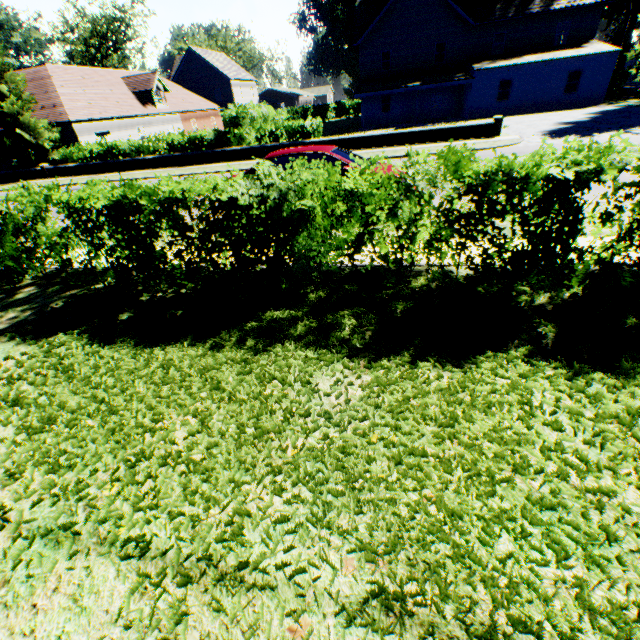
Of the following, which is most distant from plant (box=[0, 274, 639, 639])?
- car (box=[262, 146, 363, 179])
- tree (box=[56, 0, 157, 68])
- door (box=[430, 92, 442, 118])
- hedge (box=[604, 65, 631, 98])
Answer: car (box=[262, 146, 363, 179])

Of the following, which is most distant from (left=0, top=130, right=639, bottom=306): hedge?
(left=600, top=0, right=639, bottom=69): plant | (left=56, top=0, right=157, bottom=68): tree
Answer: (left=600, top=0, right=639, bottom=69): plant

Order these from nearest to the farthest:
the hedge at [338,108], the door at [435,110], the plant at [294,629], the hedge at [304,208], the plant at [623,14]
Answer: the plant at [294,629] → the hedge at [304,208] → the hedge at [338,108] → the plant at [623,14] → the door at [435,110]

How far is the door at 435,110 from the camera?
32.0 meters

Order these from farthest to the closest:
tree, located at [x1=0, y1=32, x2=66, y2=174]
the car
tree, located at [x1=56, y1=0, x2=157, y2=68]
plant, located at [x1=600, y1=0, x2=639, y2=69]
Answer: tree, located at [x1=56, y1=0, x2=157, y2=68] → plant, located at [x1=600, y1=0, x2=639, y2=69] → tree, located at [x1=0, y1=32, x2=66, y2=174] → the car

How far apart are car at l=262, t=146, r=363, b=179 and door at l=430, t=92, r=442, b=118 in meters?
31.0

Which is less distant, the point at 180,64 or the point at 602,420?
the point at 602,420

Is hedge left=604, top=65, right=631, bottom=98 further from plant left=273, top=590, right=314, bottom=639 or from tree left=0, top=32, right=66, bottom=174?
plant left=273, top=590, right=314, bottom=639
